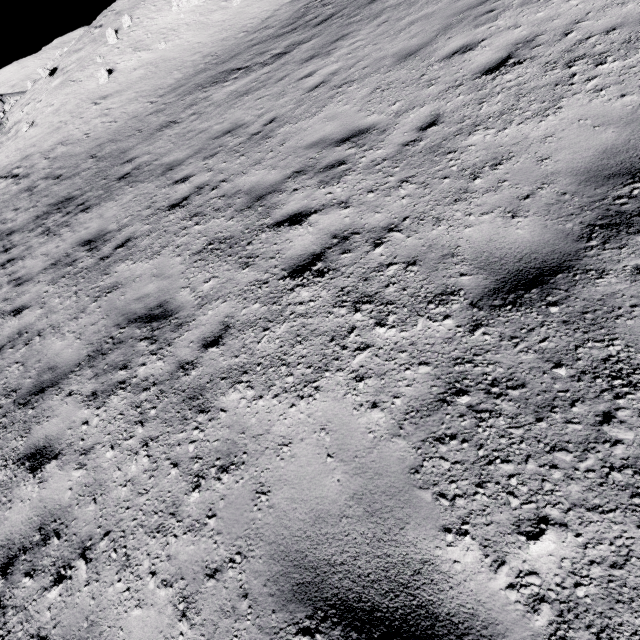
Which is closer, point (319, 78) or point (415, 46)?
point (415, 46)
